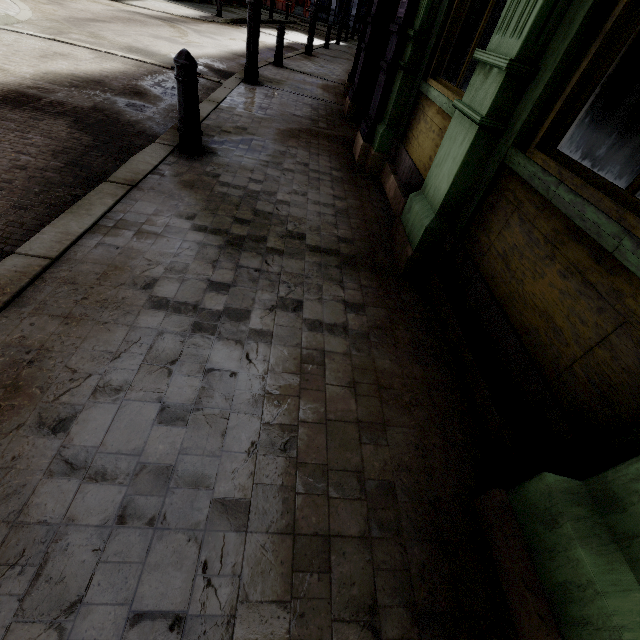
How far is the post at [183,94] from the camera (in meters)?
3.28

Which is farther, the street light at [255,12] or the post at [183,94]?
the street light at [255,12]

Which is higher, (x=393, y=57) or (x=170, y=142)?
(x=393, y=57)

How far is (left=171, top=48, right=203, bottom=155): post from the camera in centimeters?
328cm

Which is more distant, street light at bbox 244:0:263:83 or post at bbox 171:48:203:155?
street light at bbox 244:0:263:83
